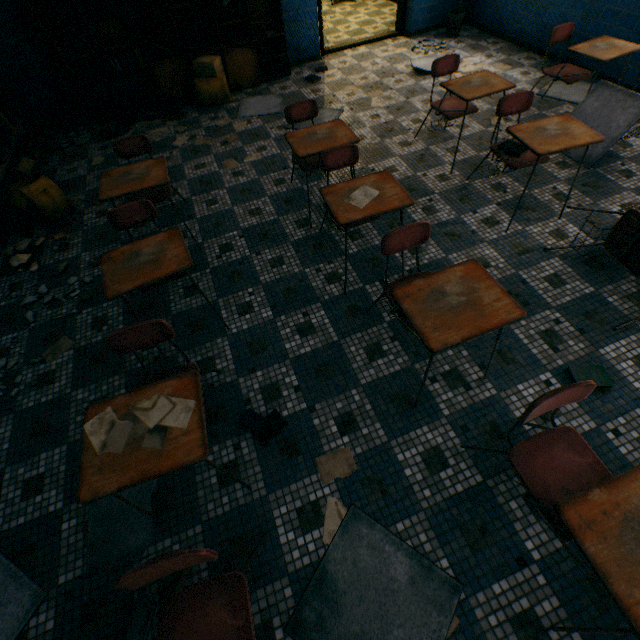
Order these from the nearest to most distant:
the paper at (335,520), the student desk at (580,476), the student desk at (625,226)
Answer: the student desk at (580,476) → the paper at (335,520) → the student desk at (625,226)

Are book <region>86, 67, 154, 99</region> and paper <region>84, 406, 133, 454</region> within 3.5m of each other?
no

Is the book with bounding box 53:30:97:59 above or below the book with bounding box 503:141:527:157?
above

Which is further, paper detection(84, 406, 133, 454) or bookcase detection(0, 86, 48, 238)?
bookcase detection(0, 86, 48, 238)

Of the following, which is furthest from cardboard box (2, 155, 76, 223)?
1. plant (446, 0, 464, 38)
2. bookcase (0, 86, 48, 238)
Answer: plant (446, 0, 464, 38)

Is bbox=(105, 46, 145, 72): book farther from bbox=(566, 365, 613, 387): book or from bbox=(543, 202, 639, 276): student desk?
bbox=(566, 365, 613, 387): book

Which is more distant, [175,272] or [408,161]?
[408,161]

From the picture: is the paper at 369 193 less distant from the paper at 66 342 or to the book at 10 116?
the paper at 66 342
